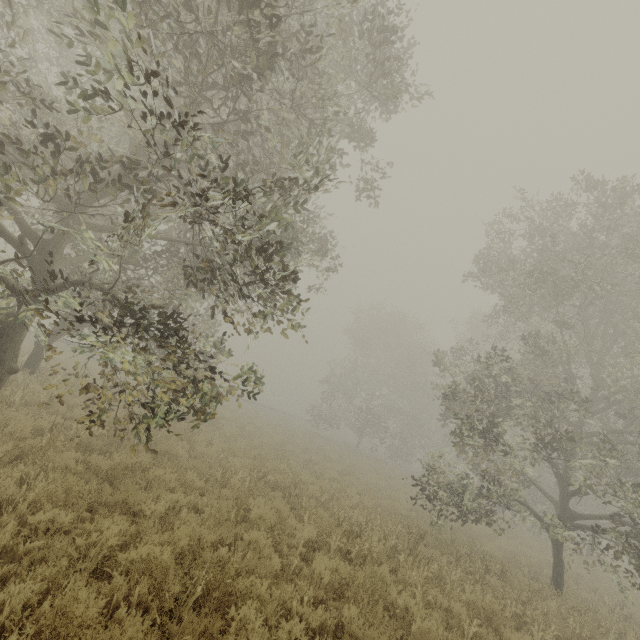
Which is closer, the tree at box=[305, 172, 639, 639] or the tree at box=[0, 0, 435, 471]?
the tree at box=[0, 0, 435, 471]

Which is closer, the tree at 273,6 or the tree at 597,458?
the tree at 273,6

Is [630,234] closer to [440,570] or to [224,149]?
[440,570]
